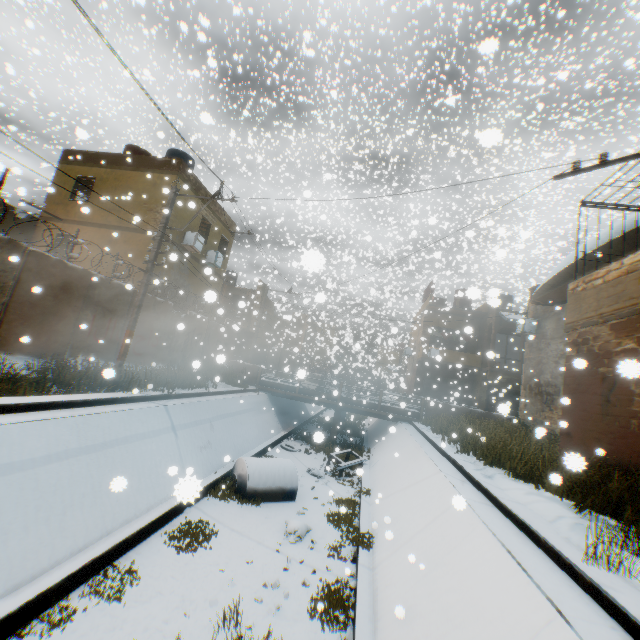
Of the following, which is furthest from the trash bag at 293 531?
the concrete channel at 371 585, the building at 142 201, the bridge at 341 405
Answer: the bridge at 341 405

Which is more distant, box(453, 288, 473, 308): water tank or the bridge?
the bridge

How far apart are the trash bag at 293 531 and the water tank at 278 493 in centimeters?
123cm

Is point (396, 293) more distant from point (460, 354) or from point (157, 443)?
point (157, 443)

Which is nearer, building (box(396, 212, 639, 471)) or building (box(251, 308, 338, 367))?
building (box(396, 212, 639, 471))

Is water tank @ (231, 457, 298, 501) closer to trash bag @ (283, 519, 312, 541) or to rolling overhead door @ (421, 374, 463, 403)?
trash bag @ (283, 519, 312, 541)

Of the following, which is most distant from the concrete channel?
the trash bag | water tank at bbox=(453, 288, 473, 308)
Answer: water tank at bbox=(453, 288, 473, 308)

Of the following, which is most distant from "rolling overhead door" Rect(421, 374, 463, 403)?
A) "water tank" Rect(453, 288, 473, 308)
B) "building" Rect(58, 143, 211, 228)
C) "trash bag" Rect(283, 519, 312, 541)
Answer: "trash bag" Rect(283, 519, 312, 541)
